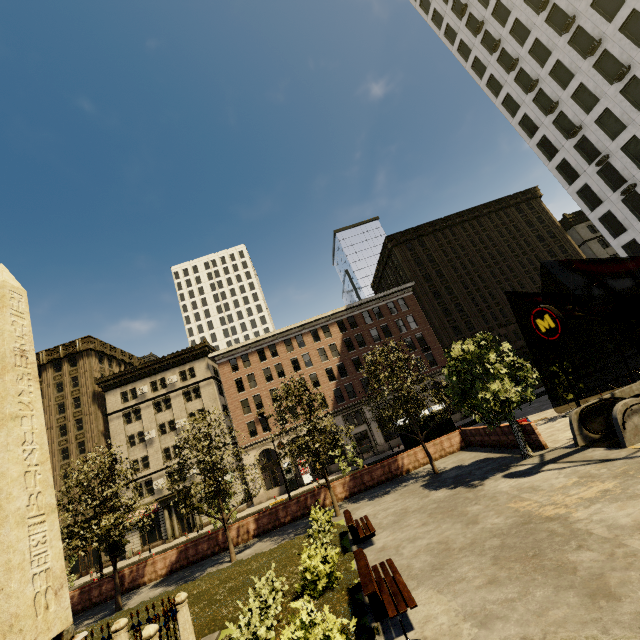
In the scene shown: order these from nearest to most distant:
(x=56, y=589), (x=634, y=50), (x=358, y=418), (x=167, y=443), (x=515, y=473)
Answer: (x=56, y=589) → (x=515, y=473) → (x=634, y=50) → (x=167, y=443) → (x=358, y=418)

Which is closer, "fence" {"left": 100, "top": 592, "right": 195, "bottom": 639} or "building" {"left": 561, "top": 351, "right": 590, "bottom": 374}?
"fence" {"left": 100, "top": 592, "right": 195, "bottom": 639}

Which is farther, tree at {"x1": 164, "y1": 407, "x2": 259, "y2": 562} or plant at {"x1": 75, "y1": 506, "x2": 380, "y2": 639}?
tree at {"x1": 164, "y1": 407, "x2": 259, "y2": 562}

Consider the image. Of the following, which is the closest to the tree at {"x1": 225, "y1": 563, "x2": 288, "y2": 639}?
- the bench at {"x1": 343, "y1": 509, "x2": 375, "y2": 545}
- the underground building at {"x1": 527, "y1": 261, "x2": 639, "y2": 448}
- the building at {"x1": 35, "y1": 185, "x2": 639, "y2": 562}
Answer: the underground building at {"x1": 527, "y1": 261, "x2": 639, "y2": 448}

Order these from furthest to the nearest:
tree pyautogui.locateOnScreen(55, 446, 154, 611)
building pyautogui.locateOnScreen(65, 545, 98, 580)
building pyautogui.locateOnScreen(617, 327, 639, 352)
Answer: building pyautogui.locateOnScreen(617, 327, 639, 352), building pyautogui.locateOnScreen(65, 545, 98, 580), tree pyautogui.locateOnScreen(55, 446, 154, 611)

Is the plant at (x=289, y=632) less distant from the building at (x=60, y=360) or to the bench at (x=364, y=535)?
the bench at (x=364, y=535)

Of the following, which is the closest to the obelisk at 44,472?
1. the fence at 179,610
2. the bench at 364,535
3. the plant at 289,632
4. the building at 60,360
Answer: the fence at 179,610
